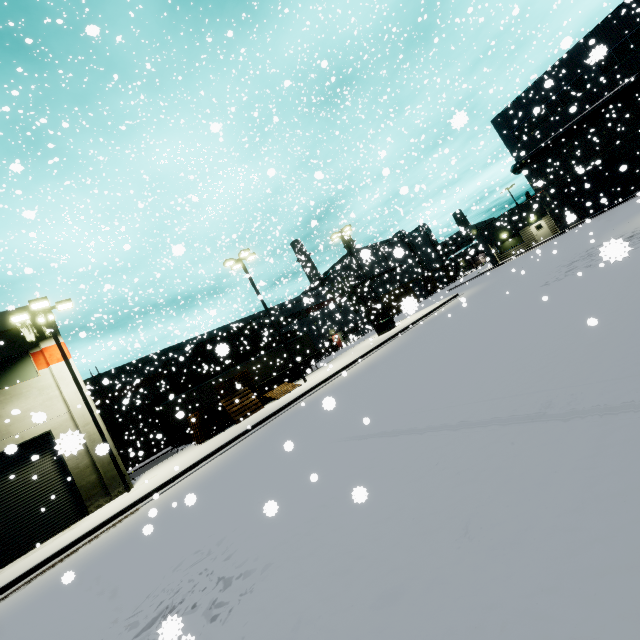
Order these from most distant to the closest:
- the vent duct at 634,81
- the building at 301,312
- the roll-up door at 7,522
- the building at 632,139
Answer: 1. the building at 301,312
2. the building at 632,139
3. the vent duct at 634,81
4. the roll-up door at 7,522

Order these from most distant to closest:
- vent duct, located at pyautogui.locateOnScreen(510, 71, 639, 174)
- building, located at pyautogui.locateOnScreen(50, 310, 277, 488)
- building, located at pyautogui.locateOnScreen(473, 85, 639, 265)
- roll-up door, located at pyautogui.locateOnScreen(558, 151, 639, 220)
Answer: roll-up door, located at pyautogui.locateOnScreen(558, 151, 639, 220) < building, located at pyautogui.locateOnScreen(473, 85, 639, 265) < vent duct, located at pyautogui.locateOnScreen(510, 71, 639, 174) < building, located at pyautogui.locateOnScreen(50, 310, 277, 488)

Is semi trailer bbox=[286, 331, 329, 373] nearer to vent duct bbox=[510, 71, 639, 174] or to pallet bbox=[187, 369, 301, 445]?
pallet bbox=[187, 369, 301, 445]

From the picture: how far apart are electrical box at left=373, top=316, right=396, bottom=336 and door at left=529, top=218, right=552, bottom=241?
23.36m

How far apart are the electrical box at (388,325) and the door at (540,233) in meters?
23.4 m

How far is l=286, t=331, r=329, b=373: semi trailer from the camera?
28.5m

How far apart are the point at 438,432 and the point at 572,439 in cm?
176

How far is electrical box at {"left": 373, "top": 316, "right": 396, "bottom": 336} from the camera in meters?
27.1 m
